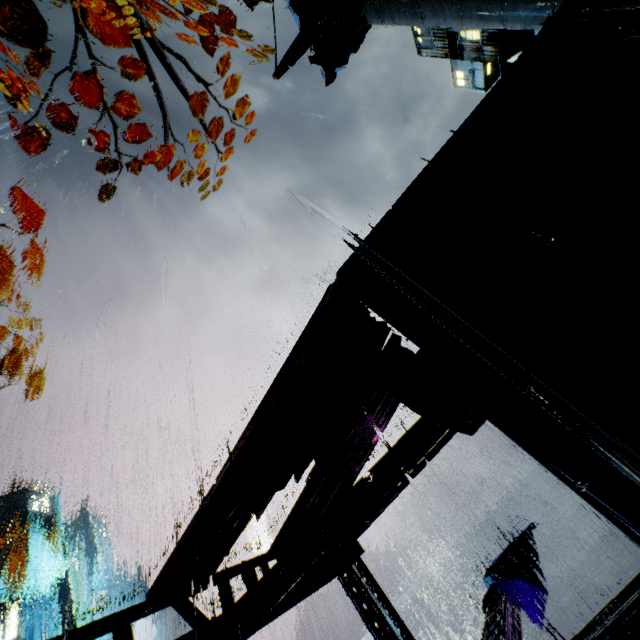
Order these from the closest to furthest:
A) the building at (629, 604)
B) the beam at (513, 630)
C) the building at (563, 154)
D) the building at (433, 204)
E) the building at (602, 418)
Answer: the building at (602, 418), the building at (563, 154), the building at (433, 204), the building at (629, 604), the beam at (513, 630)

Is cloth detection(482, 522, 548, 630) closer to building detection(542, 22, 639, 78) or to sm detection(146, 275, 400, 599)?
building detection(542, 22, 639, 78)

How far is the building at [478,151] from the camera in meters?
6.2

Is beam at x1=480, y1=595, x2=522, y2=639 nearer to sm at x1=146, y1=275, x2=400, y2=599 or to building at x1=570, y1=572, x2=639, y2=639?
building at x1=570, y1=572, x2=639, y2=639

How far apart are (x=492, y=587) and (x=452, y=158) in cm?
1883

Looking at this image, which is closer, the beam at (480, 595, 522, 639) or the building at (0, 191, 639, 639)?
the building at (0, 191, 639, 639)

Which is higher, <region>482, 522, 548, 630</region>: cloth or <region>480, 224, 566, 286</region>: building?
<region>480, 224, 566, 286</region>: building
